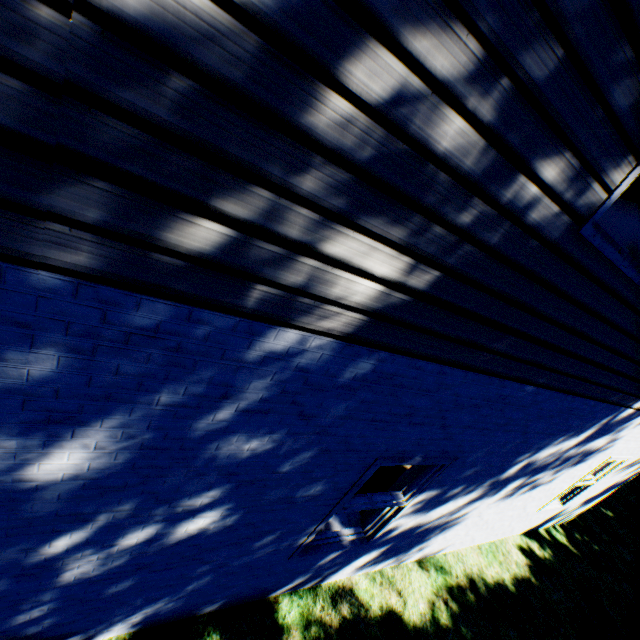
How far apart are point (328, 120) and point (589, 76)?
1.0 meters
